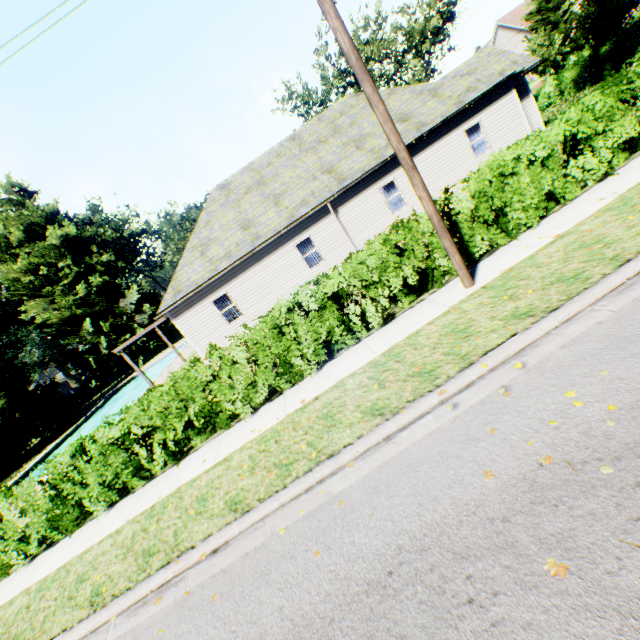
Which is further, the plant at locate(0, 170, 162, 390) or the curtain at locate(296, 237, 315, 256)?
the plant at locate(0, 170, 162, 390)

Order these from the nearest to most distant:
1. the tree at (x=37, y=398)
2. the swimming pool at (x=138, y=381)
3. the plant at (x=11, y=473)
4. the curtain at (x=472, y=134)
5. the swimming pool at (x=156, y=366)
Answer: the curtain at (x=472, y=134), the swimming pool at (x=138, y=381), the plant at (x=11, y=473), the swimming pool at (x=156, y=366), the tree at (x=37, y=398)

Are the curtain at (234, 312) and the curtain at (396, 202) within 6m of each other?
no

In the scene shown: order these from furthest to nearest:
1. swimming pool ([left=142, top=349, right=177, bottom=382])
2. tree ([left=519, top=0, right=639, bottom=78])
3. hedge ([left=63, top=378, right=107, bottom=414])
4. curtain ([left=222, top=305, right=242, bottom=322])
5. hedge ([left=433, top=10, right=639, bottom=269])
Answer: hedge ([left=63, top=378, right=107, bottom=414]) < swimming pool ([left=142, top=349, right=177, bottom=382]) < tree ([left=519, top=0, right=639, bottom=78]) < curtain ([left=222, top=305, right=242, bottom=322]) < hedge ([left=433, top=10, right=639, bottom=269])

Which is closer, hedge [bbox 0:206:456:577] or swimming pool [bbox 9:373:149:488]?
hedge [bbox 0:206:456:577]

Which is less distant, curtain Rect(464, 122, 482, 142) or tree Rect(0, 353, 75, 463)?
curtain Rect(464, 122, 482, 142)

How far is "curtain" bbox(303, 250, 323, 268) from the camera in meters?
16.5

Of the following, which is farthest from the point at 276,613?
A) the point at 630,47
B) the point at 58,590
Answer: the point at 630,47
